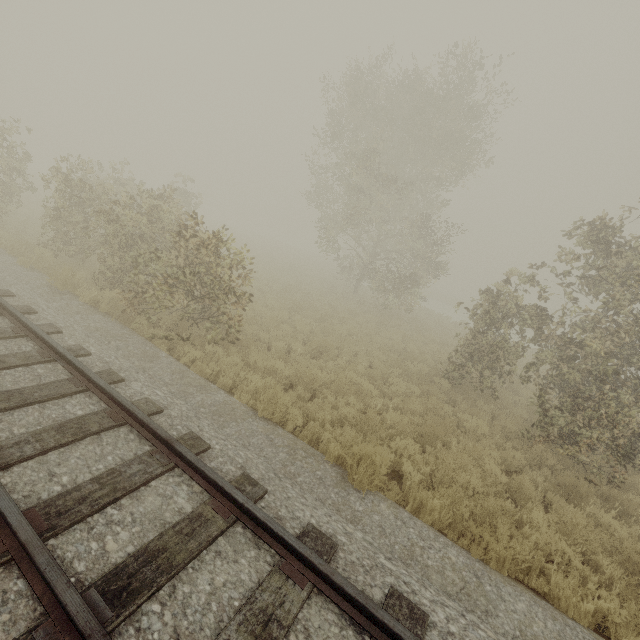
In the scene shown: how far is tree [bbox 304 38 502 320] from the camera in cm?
1644

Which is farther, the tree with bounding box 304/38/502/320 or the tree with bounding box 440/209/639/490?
the tree with bounding box 304/38/502/320

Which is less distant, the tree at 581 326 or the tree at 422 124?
the tree at 581 326

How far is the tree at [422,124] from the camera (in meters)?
16.44

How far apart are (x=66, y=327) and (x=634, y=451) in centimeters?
1243cm
